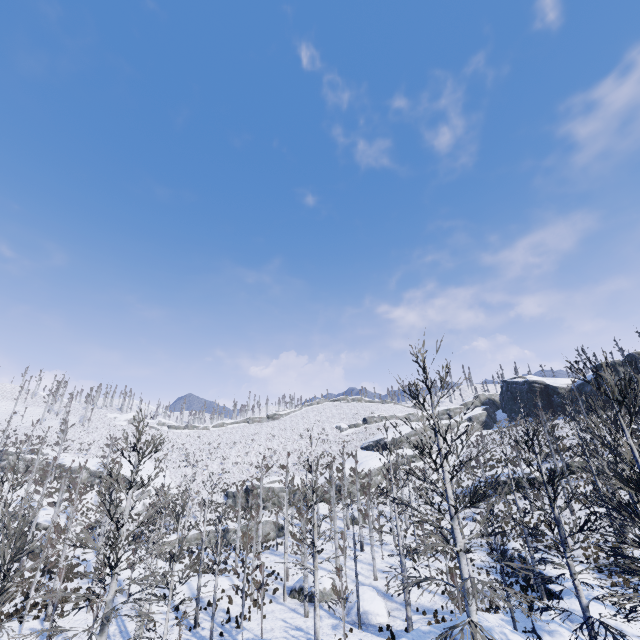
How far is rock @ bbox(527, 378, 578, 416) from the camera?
54.4 meters

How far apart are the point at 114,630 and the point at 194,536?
24.2 meters

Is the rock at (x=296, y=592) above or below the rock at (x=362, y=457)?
below

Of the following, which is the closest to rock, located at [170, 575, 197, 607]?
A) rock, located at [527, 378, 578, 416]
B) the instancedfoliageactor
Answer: the instancedfoliageactor

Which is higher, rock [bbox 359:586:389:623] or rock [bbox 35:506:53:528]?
rock [bbox 35:506:53:528]

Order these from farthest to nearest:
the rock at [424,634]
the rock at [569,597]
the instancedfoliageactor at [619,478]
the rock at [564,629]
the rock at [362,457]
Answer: the rock at [362,457] < the rock at [569,597] < the rock at [564,629] < the rock at [424,634] < the instancedfoliageactor at [619,478]

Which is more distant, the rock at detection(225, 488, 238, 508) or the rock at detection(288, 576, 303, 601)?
the rock at detection(225, 488, 238, 508)

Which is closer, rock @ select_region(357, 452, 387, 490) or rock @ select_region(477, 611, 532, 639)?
rock @ select_region(477, 611, 532, 639)
